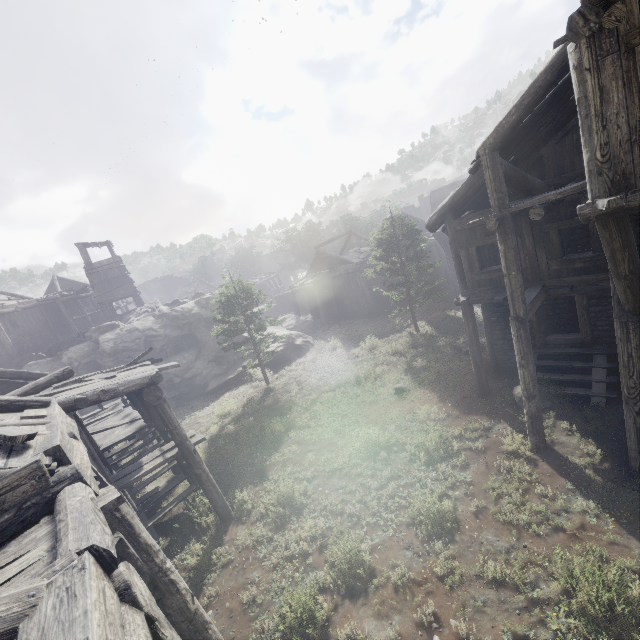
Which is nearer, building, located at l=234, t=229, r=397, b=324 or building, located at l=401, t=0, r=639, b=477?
building, located at l=401, t=0, r=639, b=477

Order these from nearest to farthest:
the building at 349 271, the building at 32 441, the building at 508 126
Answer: the building at 32 441 → the building at 508 126 → the building at 349 271

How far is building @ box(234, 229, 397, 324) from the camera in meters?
30.6 m

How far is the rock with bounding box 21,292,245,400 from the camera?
23.6m

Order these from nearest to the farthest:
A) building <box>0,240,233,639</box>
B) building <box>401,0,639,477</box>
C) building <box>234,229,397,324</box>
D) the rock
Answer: building <box>0,240,233,639</box>
building <box>401,0,639,477</box>
the rock
building <box>234,229,397,324</box>

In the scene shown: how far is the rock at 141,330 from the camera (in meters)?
23.61

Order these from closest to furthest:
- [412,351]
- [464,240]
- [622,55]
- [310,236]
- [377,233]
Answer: [622,55] → [464,240] → [412,351] → [377,233] → [310,236]
